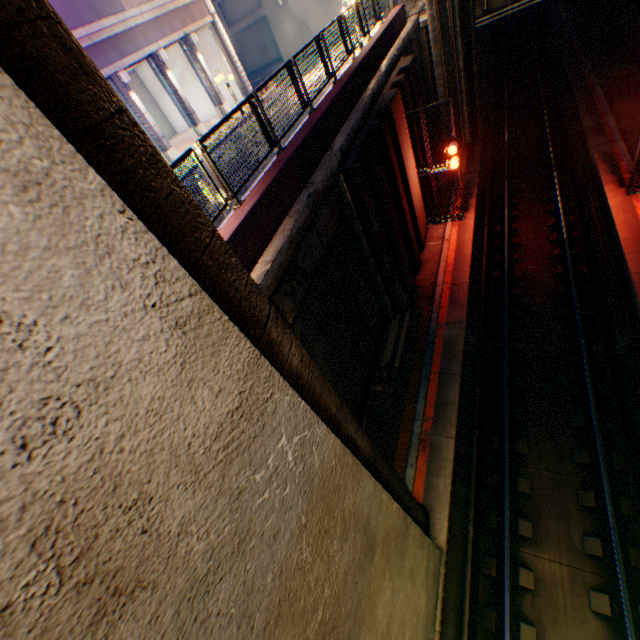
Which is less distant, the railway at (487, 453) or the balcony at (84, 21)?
the railway at (487, 453)

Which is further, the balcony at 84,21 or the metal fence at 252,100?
the balcony at 84,21

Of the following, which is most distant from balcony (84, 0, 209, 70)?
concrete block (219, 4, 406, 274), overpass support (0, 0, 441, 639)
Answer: overpass support (0, 0, 441, 639)

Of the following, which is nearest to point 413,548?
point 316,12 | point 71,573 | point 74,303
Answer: point 71,573

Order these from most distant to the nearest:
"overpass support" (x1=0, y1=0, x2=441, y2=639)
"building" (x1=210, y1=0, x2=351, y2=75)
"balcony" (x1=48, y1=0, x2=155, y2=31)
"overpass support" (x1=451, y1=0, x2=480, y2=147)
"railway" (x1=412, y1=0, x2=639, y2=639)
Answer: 1. "building" (x1=210, y1=0, x2=351, y2=75)
2. "overpass support" (x1=451, y1=0, x2=480, y2=147)
3. "balcony" (x1=48, y1=0, x2=155, y2=31)
4. "railway" (x1=412, y1=0, x2=639, y2=639)
5. "overpass support" (x1=0, y1=0, x2=441, y2=639)

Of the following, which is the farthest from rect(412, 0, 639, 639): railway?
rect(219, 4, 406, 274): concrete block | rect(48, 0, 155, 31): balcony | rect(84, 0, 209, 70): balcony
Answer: rect(48, 0, 155, 31): balcony

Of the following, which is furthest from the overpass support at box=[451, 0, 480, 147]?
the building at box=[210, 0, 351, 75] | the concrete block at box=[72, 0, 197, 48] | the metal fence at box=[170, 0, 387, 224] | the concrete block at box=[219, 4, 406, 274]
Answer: the concrete block at box=[72, 0, 197, 48]

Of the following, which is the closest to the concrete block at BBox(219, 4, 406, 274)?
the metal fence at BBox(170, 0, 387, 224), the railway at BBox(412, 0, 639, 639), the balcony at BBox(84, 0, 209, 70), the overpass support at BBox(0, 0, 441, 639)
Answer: the metal fence at BBox(170, 0, 387, 224)
